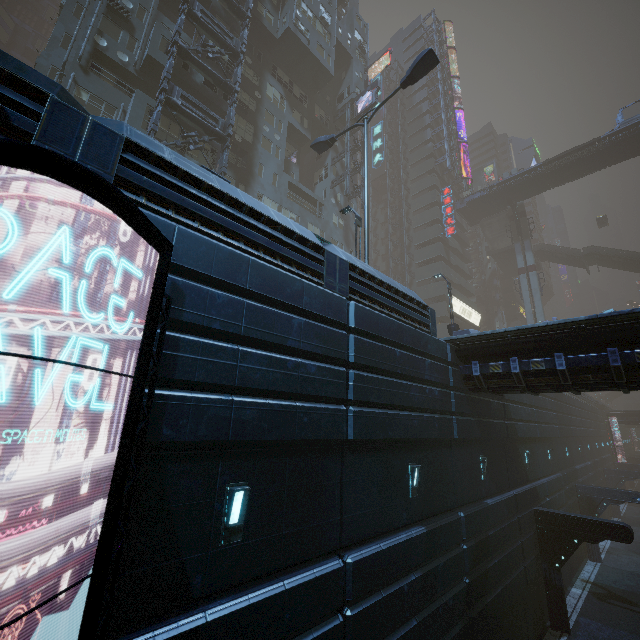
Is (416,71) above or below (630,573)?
above

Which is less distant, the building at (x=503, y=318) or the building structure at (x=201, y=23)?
the building structure at (x=201, y=23)

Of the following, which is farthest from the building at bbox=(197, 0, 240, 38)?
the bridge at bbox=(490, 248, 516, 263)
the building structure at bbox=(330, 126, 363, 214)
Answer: the bridge at bbox=(490, 248, 516, 263)

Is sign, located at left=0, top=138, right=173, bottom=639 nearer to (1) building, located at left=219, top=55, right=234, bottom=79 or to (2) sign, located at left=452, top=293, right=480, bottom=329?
(1) building, located at left=219, top=55, right=234, bottom=79

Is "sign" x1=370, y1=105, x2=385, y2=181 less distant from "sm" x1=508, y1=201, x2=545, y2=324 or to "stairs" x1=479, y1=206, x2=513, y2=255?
"stairs" x1=479, y1=206, x2=513, y2=255

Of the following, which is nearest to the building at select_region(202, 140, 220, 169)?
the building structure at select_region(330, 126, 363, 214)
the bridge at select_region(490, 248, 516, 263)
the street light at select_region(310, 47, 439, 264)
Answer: the building structure at select_region(330, 126, 363, 214)

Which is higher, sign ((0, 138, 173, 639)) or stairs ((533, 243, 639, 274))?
stairs ((533, 243, 639, 274))

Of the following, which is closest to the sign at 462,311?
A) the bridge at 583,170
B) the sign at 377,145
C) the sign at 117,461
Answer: the bridge at 583,170
